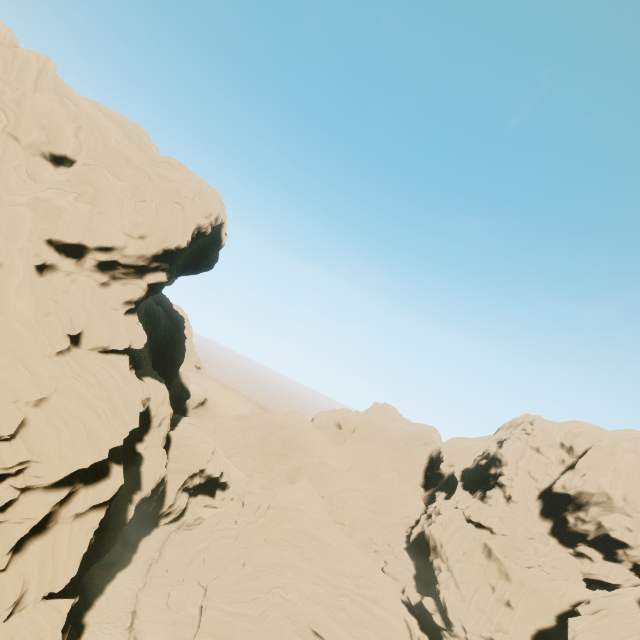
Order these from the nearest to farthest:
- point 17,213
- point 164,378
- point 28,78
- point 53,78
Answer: point 17,213
point 28,78
point 53,78
point 164,378
